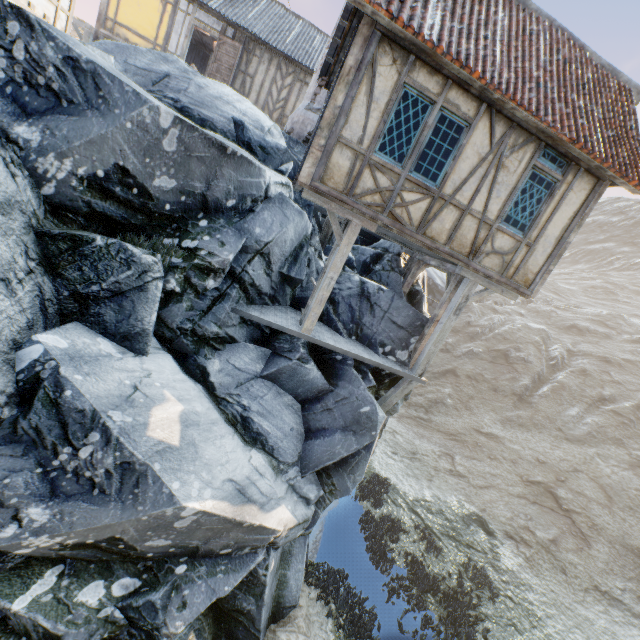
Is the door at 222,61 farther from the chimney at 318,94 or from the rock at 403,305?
the chimney at 318,94

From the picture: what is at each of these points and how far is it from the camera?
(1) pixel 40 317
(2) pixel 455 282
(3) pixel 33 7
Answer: (1) rock, 4.3m
(2) wooden structure, 8.3m
(3) building, 8.0m

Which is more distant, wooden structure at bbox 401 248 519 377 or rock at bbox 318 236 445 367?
rock at bbox 318 236 445 367

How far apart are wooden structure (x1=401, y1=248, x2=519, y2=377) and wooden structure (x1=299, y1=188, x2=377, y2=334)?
2.78m

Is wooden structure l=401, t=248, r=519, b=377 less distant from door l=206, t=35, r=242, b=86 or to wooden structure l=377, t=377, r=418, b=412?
wooden structure l=377, t=377, r=418, b=412

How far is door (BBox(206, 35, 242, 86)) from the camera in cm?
1500

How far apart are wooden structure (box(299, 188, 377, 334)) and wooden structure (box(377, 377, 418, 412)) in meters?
2.8

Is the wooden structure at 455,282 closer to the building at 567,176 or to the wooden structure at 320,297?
the building at 567,176
